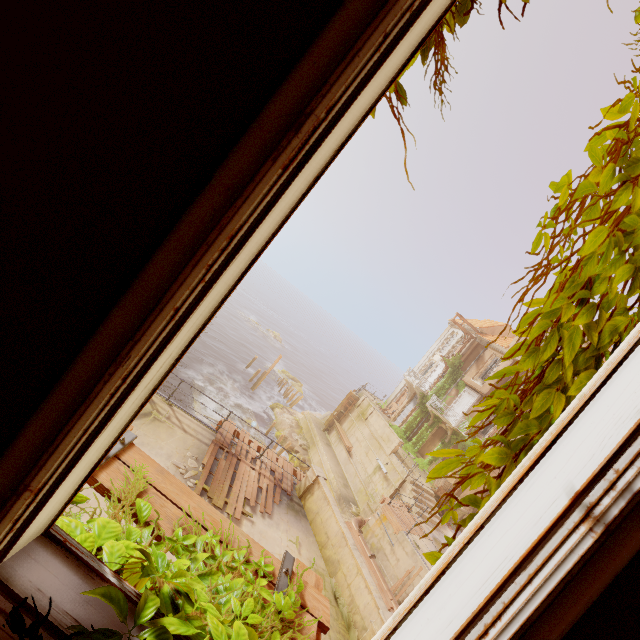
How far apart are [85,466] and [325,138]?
1.1m

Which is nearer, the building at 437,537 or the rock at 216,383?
the building at 437,537

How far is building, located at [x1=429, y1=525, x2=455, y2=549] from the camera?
19.3m

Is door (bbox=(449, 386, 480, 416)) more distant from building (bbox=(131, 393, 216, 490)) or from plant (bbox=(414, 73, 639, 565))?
building (bbox=(131, 393, 216, 490))

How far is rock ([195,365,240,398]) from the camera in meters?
32.8 m

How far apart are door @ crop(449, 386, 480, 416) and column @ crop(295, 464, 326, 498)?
20.0 meters

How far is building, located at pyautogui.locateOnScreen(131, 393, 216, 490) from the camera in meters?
9.4

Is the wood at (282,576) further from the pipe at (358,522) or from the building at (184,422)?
the pipe at (358,522)
